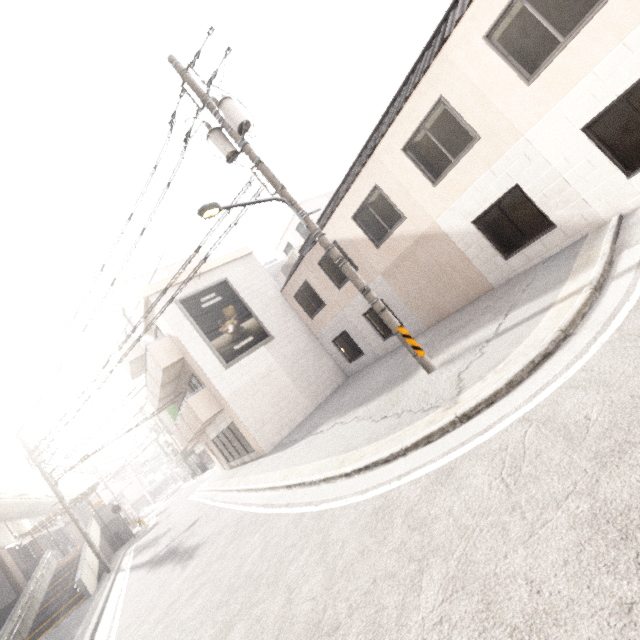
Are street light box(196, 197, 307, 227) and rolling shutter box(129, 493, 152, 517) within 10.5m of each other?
no

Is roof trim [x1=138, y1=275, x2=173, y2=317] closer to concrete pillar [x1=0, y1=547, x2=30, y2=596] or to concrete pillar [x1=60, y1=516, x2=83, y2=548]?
concrete pillar [x1=0, y1=547, x2=30, y2=596]

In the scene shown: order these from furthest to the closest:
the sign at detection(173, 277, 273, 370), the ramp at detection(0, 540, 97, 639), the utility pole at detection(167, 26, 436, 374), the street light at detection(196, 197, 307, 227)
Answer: the sign at detection(173, 277, 273, 370), the ramp at detection(0, 540, 97, 639), the utility pole at detection(167, 26, 436, 374), the street light at detection(196, 197, 307, 227)

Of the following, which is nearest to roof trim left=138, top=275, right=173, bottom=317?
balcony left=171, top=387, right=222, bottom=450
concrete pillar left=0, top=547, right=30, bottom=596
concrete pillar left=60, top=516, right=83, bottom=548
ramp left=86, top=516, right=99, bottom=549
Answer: balcony left=171, top=387, right=222, bottom=450

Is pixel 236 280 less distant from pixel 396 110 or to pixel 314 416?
pixel 314 416

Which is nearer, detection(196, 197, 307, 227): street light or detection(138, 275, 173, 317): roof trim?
detection(196, 197, 307, 227): street light

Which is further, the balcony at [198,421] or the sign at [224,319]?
the sign at [224,319]

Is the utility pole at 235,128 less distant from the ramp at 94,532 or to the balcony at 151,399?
the balcony at 151,399
